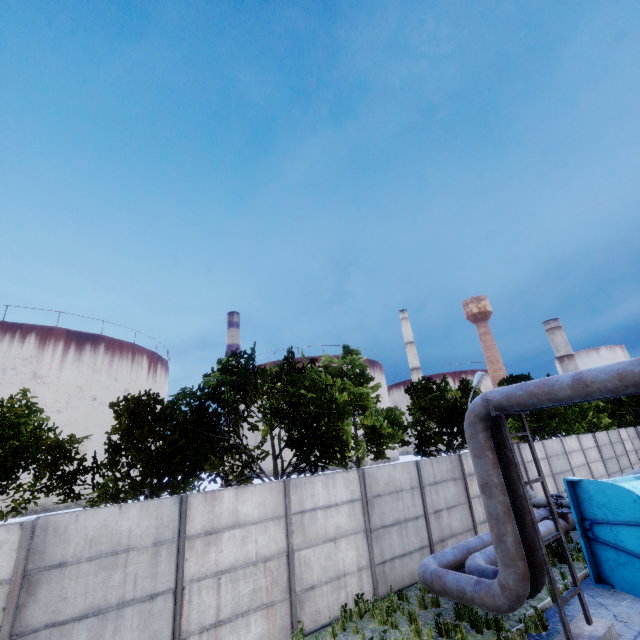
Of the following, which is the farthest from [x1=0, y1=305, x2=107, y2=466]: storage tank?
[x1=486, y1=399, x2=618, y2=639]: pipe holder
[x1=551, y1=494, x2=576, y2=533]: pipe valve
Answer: [x1=486, y1=399, x2=618, y2=639]: pipe holder

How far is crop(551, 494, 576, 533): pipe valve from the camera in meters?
11.8

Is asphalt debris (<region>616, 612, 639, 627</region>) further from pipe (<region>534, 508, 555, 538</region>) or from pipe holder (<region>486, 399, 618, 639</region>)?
pipe (<region>534, 508, 555, 538</region>)

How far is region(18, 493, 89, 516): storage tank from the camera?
49.3 meters

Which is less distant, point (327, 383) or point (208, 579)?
point (208, 579)

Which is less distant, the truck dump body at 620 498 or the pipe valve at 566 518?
the truck dump body at 620 498

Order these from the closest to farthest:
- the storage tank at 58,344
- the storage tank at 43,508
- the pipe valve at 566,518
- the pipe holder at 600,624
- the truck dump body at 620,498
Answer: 1. the pipe holder at 600,624
2. the truck dump body at 620,498
3. the pipe valve at 566,518
4. the storage tank at 43,508
5. the storage tank at 58,344

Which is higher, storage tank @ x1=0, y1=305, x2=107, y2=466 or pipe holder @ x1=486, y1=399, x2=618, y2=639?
storage tank @ x1=0, y1=305, x2=107, y2=466
